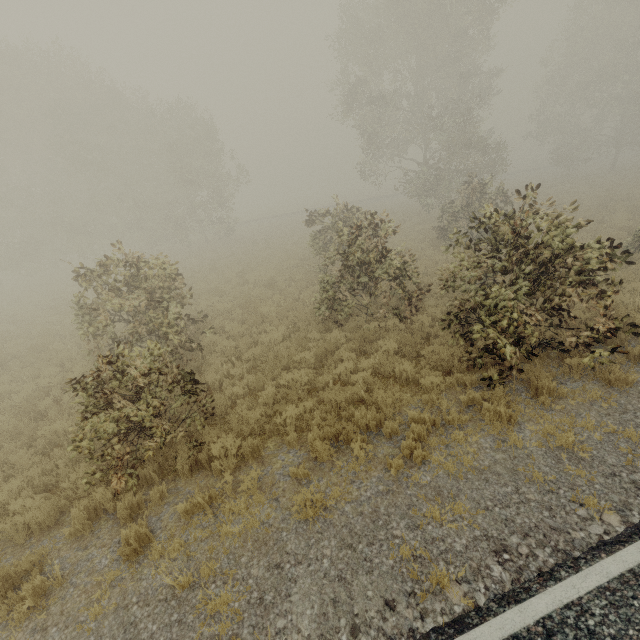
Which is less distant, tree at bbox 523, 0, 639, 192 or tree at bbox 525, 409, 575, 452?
tree at bbox 525, 409, 575, 452

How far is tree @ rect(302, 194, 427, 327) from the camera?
9.4m

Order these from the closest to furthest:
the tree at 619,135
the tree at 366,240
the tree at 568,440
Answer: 1. the tree at 568,440
2. the tree at 366,240
3. the tree at 619,135

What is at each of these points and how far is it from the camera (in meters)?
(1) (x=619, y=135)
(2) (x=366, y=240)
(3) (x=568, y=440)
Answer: (1) tree, 32.09
(2) tree, 9.55
(3) tree, 5.20

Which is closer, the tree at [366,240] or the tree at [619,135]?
the tree at [366,240]

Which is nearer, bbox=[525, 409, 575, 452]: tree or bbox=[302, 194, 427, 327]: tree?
bbox=[525, 409, 575, 452]: tree

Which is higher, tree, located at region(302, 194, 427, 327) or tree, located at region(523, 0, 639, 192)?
tree, located at region(523, 0, 639, 192)
